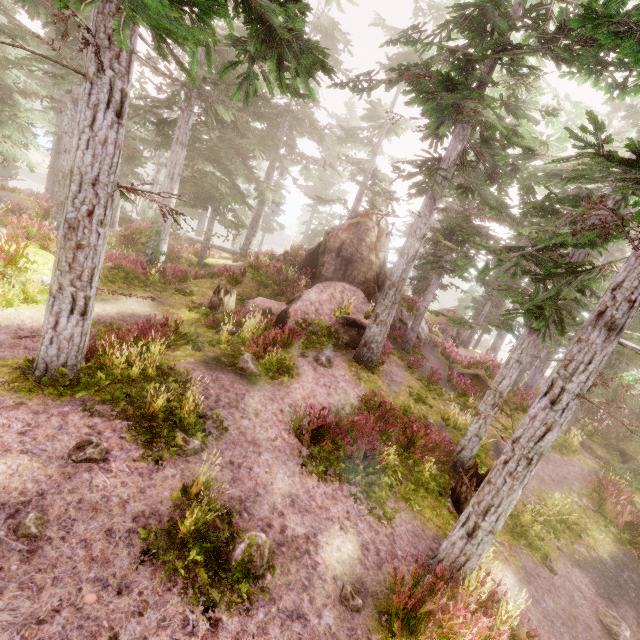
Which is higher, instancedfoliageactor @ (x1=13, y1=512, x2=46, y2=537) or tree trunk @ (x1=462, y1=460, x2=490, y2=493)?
instancedfoliageactor @ (x1=13, y1=512, x2=46, y2=537)

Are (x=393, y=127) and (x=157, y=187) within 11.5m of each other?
no

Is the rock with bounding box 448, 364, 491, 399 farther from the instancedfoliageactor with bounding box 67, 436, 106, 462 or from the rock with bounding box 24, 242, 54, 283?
the rock with bounding box 24, 242, 54, 283

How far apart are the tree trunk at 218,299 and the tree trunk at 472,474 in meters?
11.7

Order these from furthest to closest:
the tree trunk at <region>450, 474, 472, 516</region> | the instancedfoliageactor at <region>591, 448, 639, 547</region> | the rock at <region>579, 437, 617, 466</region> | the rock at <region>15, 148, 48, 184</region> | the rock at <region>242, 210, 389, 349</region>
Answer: the rock at <region>15, 148, 48, 184</region> < the rock at <region>579, 437, 617, 466</region> < the rock at <region>242, 210, 389, 349</region> < the instancedfoliageactor at <region>591, 448, 639, 547</region> < the tree trunk at <region>450, 474, 472, 516</region>

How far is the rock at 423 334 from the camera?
24.0m

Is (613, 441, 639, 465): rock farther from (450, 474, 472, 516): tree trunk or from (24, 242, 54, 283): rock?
(24, 242, 54, 283): rock

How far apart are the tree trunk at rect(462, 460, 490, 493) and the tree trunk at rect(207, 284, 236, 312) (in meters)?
11.70
